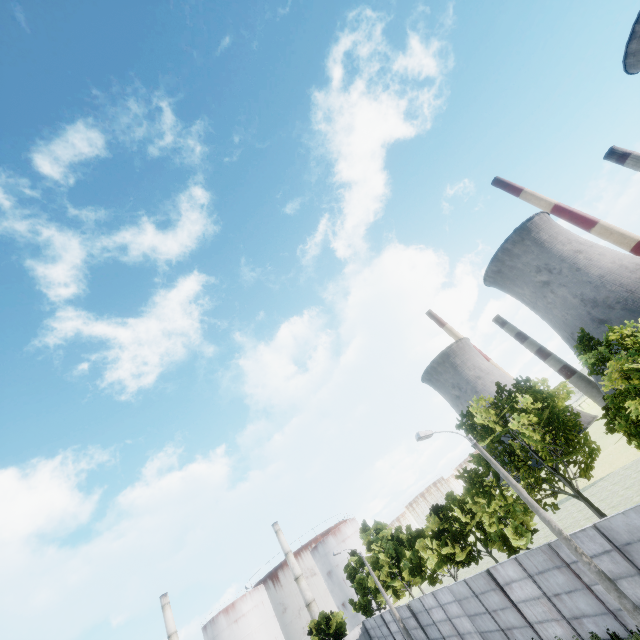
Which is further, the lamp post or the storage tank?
the storage tank

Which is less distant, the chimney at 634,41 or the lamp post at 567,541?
the lamp post at 567,541

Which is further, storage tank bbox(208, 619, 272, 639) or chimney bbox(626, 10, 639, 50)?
storage tank bbox(208, 619, 272, 639)

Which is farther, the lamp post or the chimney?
the chimney

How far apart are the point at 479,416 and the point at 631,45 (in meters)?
85.47

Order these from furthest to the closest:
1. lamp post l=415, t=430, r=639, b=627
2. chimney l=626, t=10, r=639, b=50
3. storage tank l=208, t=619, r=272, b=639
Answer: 1. storage tank l=208, t=619, r=272, b=639
2. chimney l=626, t=10, r=639, b=50
3. lamp post l=415, t=430, r=639, b=627

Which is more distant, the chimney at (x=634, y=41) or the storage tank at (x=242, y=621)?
the storage tank at (x=242, y=621)

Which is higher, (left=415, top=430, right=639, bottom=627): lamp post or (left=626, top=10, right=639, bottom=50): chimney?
(left=626, top=10, right=639, bottom=50): chimney
